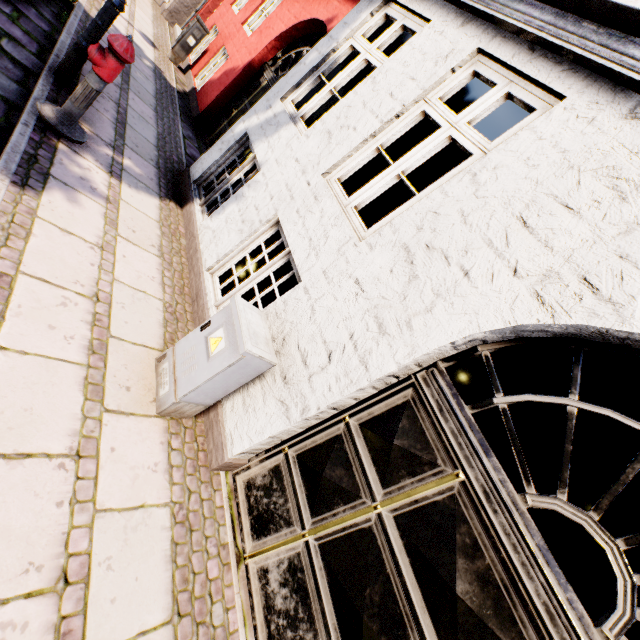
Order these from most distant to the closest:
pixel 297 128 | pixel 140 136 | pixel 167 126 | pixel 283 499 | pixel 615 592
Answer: pixel 167 126 → pixel 140 136 → pixel 297 128 → pixel 283 499 → pixel 615 592

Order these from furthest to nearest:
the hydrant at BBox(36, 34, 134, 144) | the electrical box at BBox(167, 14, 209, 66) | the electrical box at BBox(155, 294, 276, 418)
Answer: the electrical box at BBox(167, 14, 209, 66) → the hydrant at BBox(36, 34, 134, 144) → the electrical box at BBox(155, 294, 276, 418)

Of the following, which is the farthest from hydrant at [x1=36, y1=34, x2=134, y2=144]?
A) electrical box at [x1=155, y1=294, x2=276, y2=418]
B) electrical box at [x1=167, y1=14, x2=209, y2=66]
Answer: electrical box at [x1=167, y1=14, x2=209, y2=66]

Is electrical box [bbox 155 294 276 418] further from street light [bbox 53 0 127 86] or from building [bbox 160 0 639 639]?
street light [bbox 53 0 127 86]

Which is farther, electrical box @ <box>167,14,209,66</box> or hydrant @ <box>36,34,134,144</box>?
electrical box @ <box>167,14,209,66</box>

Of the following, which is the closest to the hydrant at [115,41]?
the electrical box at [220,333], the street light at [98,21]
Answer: the street light at [98,21]

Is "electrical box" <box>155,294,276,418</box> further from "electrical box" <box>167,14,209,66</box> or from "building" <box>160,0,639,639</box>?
"electrical box" <box>167,14,209,66</box>

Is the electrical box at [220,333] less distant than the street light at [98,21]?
Yes
